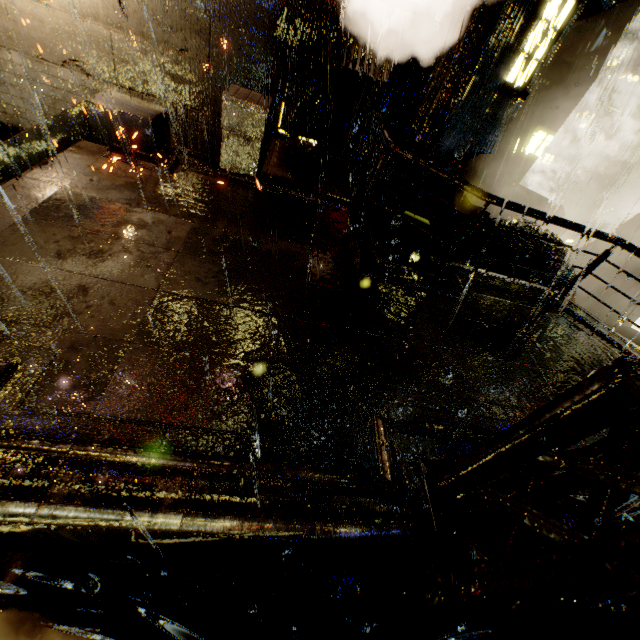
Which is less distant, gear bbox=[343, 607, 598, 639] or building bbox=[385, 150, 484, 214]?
gear bbox=[343, 607, 598, 639]

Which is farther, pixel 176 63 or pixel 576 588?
pixel 176 63

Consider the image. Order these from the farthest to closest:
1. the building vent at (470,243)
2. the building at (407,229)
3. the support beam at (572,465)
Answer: the building vent at (470,243)
the building at (407,229)
the support beam at (572,465)

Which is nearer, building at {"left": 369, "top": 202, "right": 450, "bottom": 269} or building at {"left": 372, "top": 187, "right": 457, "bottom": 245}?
building at {"left": 369, "top": 202, "right": 450, "bottom": 269}

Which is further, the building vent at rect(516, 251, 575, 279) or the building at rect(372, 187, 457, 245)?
the building vent at rect(516, 251, 575, 279)

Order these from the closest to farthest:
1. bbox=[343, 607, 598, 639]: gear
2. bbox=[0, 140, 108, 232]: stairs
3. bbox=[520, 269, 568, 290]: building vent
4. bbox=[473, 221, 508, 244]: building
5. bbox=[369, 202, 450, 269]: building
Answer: bbox=[343, 607, 598, 639]: gear < bbox=[0, 140, 108, 232]: stairs < bbox=[369, 202, 450, 269]: building < bbox=[473, 221, 508, 244]: building < bbox=[520, 269, 568, 290]: building vent

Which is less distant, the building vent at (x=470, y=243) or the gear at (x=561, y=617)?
the gear at (x=561, y=617)
